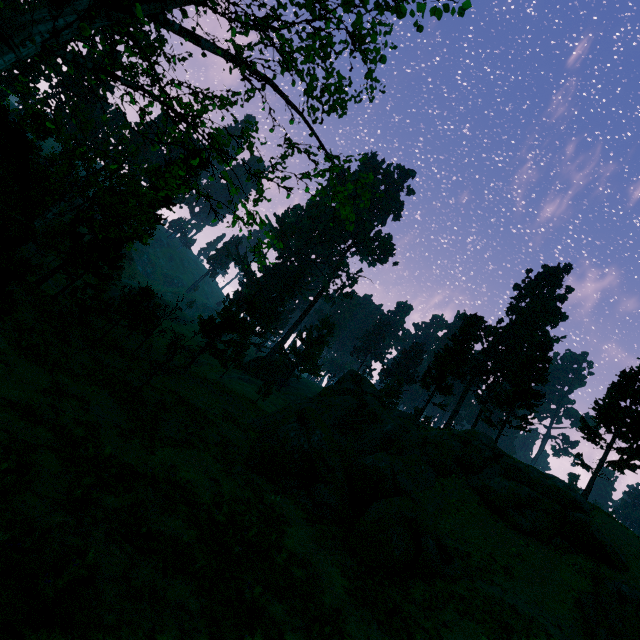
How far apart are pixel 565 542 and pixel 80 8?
31.6 meters

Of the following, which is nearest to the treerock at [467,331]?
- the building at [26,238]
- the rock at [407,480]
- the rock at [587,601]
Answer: the building at [26,238]

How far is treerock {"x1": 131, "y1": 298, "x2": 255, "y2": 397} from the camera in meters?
20.4 m

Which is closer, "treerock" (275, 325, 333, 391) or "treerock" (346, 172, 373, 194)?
"treerock" (346, 172, 373, 194)

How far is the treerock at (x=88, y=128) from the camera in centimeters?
726cm

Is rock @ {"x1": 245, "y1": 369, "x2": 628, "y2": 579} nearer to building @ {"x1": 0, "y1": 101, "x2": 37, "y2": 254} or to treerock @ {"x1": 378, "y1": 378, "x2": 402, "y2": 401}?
treerock @ {"x1": 378, "y1": 378, "x2": 402, "y2": 401}

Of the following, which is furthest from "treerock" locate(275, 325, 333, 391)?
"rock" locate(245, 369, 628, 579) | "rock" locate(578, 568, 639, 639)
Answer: "rock" locate(578, 568, 639, 639)
